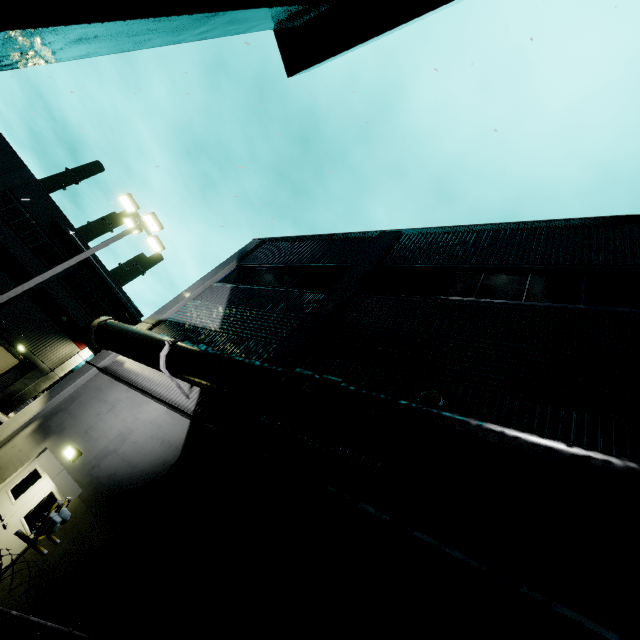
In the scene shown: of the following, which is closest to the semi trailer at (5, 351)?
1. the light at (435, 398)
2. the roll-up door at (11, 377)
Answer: the roll-up door at (11, 377)

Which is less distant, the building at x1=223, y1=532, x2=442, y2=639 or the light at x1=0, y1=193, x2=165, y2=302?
the building at x1=223, y1=532, x2=442, y2=639

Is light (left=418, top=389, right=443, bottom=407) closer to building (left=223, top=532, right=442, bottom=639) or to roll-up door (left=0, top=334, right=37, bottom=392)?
building (left=223, top=532, right=442, bottom=639)

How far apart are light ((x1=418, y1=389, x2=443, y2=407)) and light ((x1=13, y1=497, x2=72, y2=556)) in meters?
5.9 m

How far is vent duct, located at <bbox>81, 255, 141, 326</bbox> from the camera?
32.38m

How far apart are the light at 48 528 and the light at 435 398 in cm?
586

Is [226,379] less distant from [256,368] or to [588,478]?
[256,368]

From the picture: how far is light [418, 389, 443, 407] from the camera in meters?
6.2 m
